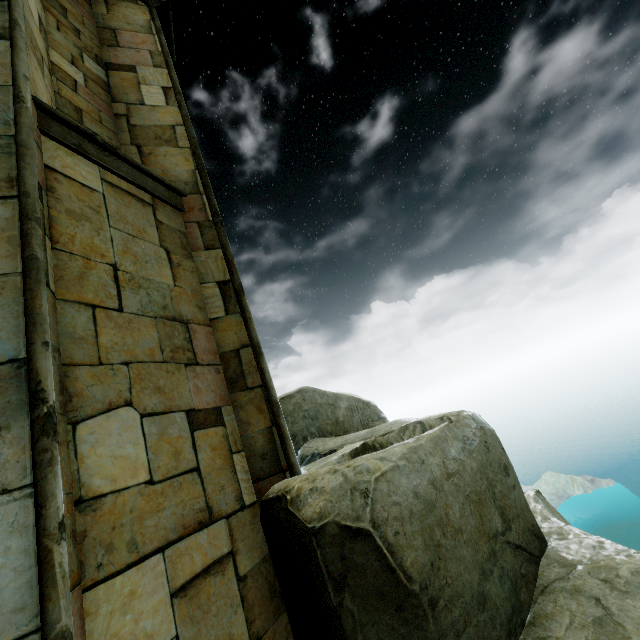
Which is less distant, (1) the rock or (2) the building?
(2) the building

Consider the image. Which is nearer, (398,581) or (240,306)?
(398,581)

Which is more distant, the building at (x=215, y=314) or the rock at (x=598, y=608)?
the rock at (x=598, y=608)
